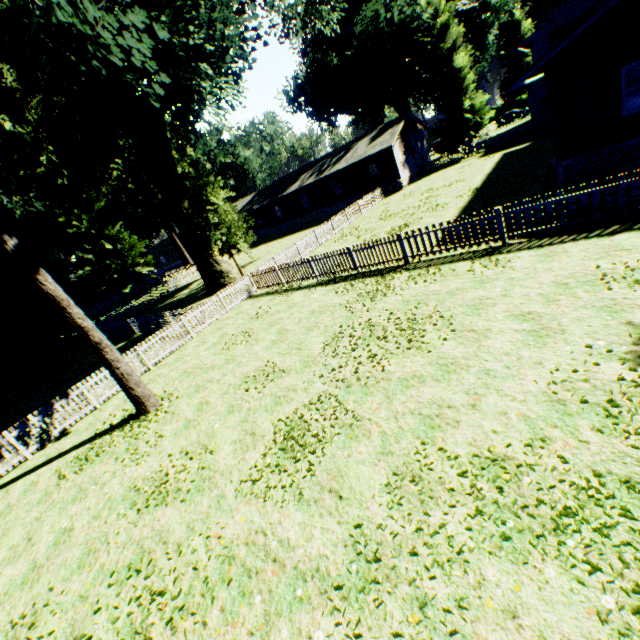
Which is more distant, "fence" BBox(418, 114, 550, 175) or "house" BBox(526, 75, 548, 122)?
"fence" BBox(418, 114, 550, 175)

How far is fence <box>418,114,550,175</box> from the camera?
29.6m

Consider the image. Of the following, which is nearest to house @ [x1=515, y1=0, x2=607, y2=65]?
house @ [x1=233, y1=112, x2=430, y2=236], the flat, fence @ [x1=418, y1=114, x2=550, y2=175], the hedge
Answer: fence @ [x1=418, y1=114, x2=550, y2=175]

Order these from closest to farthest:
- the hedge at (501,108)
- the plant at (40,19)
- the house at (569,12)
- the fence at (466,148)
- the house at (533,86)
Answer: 1. the plant at (40,19)
2. the house at (533,86)
3. the fence at (466,148)
4. the house at (569,12)
5. the hedge at (501,108)

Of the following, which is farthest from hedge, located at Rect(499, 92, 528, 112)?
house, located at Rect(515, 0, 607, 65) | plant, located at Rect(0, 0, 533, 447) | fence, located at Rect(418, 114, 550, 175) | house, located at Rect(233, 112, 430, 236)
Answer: house, located at Rect(233, 112, 430, 236)

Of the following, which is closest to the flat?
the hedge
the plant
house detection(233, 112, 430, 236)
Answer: the plant

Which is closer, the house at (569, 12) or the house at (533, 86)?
the house at (533, 86)

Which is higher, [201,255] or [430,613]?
[201,255]
